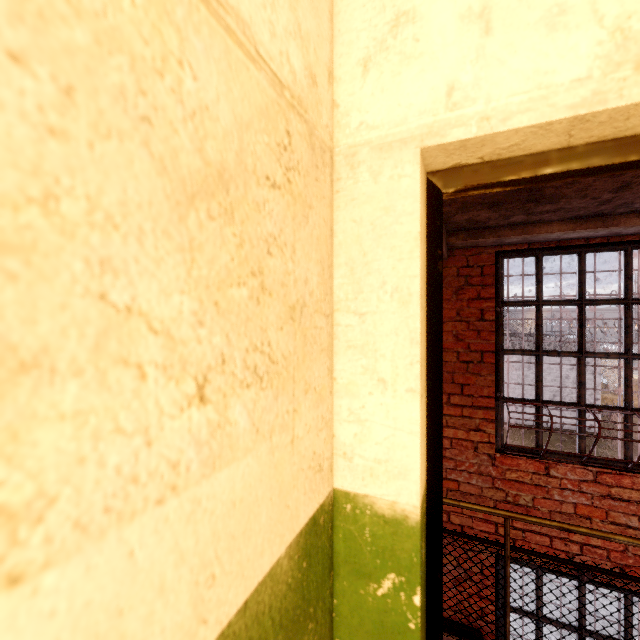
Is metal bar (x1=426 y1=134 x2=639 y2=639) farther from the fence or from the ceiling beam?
the fence

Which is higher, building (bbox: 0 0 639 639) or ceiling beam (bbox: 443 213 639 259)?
ceiling beam (bbox: 443 213 639 259)

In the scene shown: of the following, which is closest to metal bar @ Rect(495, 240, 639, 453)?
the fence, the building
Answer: the building

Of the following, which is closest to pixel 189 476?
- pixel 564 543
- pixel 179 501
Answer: pixel 179 501

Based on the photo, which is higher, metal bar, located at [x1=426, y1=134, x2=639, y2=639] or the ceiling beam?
the ceiling beam

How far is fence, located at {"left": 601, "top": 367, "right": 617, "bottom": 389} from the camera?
25.1m

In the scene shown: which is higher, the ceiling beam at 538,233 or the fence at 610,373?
the ceiling beam at 538,233

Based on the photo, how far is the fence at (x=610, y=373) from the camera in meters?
25.1
